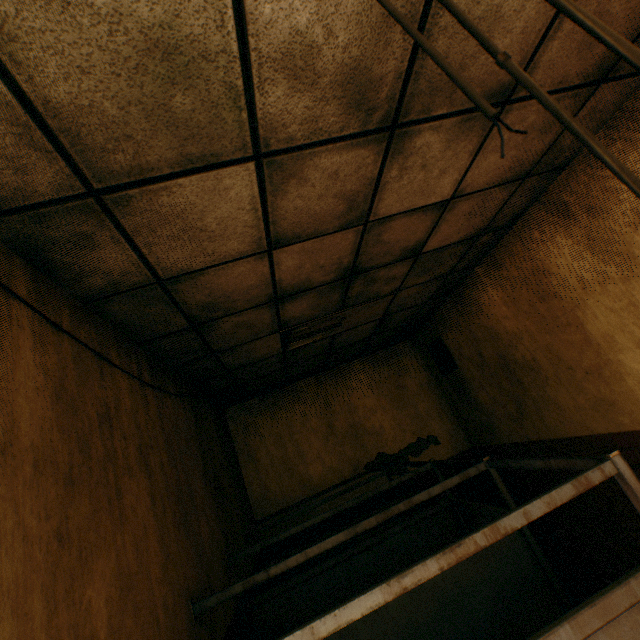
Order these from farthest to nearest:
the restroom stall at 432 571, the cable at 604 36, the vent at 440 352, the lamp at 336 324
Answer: the vent at 440 352
the lamp at 336 324
the restroom stall at 432 571
the cable at 604 36

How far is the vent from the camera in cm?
491

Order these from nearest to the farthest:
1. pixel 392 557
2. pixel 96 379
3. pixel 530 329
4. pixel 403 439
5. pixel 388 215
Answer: pixel 96 379 → pixel 388 215 → pixel 392 557 → pixel 530 329 → pixel 403 439

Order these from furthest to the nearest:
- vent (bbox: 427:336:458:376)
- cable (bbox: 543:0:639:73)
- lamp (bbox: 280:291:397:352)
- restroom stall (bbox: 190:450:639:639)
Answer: vent (bbox: 427:336:458:376) → lamp (bbox: 280:291:397:352) → restroom stall (bbox: 190:450:639:639) → cable (bbox: 543:0:639:73)

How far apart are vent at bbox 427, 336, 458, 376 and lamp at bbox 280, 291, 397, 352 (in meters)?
1.43

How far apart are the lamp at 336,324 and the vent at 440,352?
1.4 meters

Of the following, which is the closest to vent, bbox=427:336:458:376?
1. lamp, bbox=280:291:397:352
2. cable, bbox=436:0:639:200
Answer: lamp, bbox=280:291:397:352

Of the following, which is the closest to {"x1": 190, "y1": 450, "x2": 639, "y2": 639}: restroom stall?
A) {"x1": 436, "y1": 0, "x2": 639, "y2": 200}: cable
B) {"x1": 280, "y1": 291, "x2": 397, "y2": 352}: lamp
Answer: {"x1": 436, "y1": 0, "x2": 639, "y2": 200}: cable
